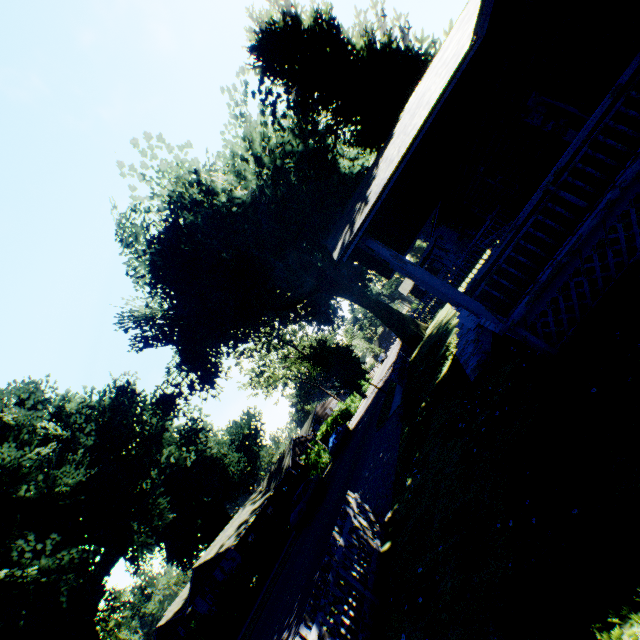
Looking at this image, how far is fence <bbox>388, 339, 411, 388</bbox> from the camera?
20.6m

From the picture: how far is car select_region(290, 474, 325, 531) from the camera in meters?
22.8

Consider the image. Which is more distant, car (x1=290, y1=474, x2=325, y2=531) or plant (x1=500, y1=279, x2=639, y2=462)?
car (x1=290, y1=474, x2=325, y2=531)

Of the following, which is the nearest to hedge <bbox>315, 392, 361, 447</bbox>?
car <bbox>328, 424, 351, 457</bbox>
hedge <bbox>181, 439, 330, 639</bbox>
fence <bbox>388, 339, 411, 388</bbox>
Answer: hedge <bbox>181, 439, 330, 639</bbox>

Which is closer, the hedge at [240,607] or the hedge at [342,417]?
the hedge at [240,607]

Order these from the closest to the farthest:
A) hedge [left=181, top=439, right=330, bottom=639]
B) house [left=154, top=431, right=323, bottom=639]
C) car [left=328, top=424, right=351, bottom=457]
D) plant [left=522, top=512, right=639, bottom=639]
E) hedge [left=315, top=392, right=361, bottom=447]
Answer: plant [left=522, top=512, right=639, bottom=639] → hedge [left=181, top=439, right=330, bottom=639] → car [left=328, top=424, right=351, bottom=457] → house [left=154, top=431, right=323, bottom=639] → hedge [left=315, top=392, right=361, bottom=447]

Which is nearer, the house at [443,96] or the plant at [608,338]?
the plant at [608,338]

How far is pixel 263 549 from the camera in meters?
23.7 m
